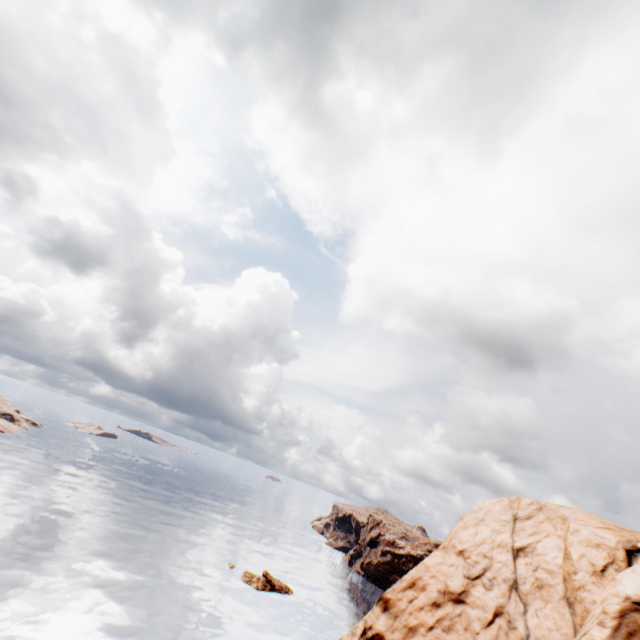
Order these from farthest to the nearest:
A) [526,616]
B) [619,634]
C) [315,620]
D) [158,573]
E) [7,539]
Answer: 1. [315,620]
2. [158,573]
3. [7,539]
4. [526,616]
5. [619,634]
